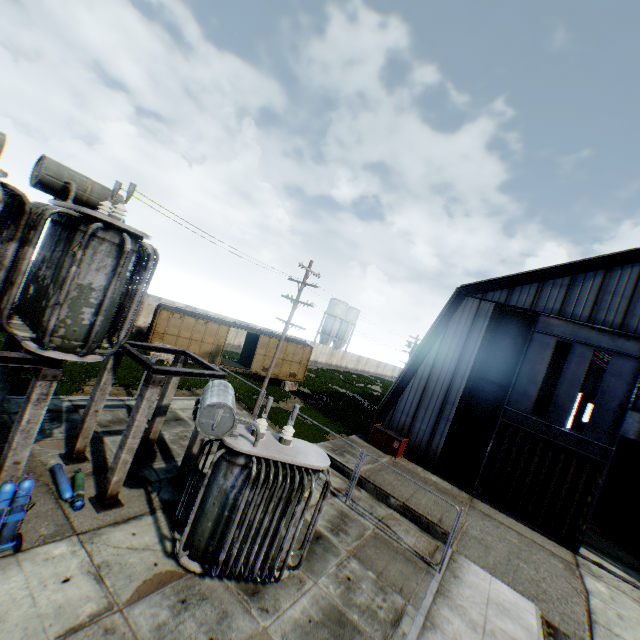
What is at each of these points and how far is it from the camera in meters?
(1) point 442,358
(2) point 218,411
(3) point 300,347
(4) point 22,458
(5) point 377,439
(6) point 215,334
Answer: (1) building, 19.7 m
(2) electrical compensator, 6.7 m
(3) train, 28.1 m
(4) concrete support, 6.3 m
(5) trash dumpster, 19.0 m
(6) train, 24.3 m

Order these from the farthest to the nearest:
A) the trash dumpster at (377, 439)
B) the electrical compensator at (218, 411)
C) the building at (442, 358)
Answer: the trash dumpster at (377, 439) → the building at (442, 358) → the electrical compensator at (218, 411)

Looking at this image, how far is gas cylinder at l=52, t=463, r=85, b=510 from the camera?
7.61m

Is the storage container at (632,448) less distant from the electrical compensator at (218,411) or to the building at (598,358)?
the building at (598,358)

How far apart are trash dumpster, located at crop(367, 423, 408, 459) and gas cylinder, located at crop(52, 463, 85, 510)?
14.4m

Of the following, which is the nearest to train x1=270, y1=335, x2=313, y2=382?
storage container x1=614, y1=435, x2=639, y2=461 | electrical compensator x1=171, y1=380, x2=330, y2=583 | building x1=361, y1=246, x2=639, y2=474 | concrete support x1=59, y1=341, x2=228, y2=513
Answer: building x1=361, y1=246, x2=639, y2=474

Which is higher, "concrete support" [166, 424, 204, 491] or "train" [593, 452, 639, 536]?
"train" [593, 452, 639, 536]

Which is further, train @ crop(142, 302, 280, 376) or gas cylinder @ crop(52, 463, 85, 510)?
train @ crop(142, 302, 280, 376)
